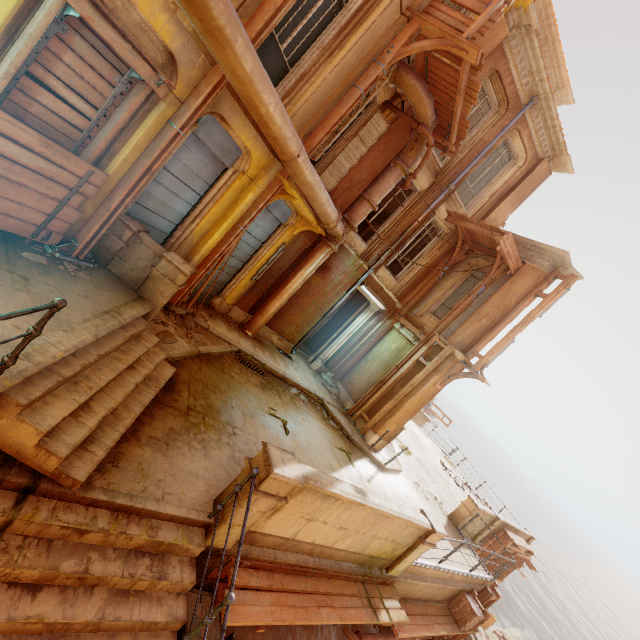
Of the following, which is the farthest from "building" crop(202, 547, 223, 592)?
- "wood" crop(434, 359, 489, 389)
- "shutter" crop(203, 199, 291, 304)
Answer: "wood" crop(434, 359, 489, 389)

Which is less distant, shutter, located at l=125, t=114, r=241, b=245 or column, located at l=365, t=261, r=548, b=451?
shutter, located at l=125, t=114, r=241, b=245

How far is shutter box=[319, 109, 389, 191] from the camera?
9.3m

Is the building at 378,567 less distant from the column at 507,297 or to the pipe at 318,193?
the pipe at 318,193

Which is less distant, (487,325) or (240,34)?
(240,34)

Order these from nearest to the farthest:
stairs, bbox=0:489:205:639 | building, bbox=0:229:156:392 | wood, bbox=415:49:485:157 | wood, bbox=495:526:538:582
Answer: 1. stairs, bbox=0:489:205:639
2. building, bbox=0:229:156:392
3. wood, bbox=415:49:485:157
4. wood, bbox=495:526:538:582

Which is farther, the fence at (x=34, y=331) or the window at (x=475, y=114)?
the window at (x=475, y=114)

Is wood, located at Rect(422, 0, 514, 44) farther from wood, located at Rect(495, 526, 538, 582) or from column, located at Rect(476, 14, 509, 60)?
wood, located at Rect(495, 526, 538, 582)
